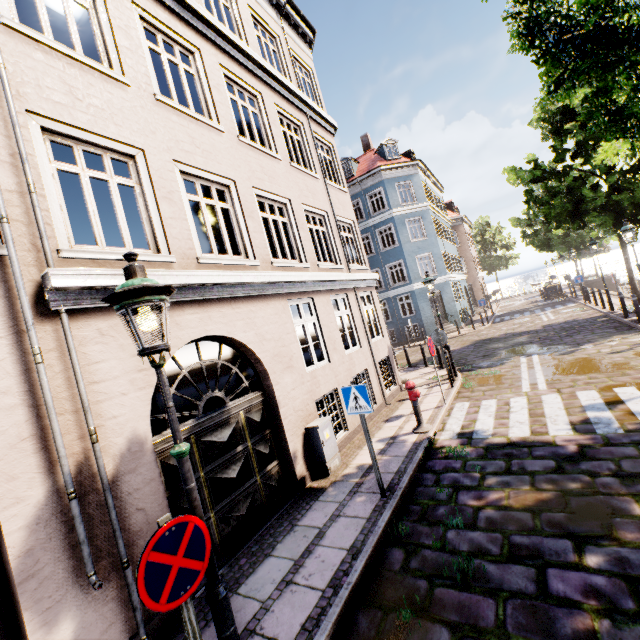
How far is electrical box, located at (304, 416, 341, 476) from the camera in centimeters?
663cm

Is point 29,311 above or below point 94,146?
below

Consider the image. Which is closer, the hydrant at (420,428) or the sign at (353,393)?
the sign at (353,393)

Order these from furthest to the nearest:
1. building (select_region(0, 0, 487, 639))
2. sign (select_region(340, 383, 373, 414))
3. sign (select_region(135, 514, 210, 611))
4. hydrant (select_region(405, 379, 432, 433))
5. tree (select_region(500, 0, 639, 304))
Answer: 1. hydrant (select_region(405, 379, 432, 433))
2. sign (select_region(340, 383, 373, 414))
3. tree (select_region(500, 0, 639, 304))
4. building (select_region(0, 0, 487, 639))
5. sign (select_region(135, 514, 210, 611))

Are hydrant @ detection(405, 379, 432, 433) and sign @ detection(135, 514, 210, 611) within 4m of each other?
no

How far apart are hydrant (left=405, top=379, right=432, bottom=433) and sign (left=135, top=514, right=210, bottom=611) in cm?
597

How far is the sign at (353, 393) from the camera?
5.2m

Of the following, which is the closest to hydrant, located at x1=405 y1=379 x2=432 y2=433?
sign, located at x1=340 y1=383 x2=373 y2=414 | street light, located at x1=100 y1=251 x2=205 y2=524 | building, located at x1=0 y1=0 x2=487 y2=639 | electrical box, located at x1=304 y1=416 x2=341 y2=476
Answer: electrical box, located at x1=304 y1=416 x2=341 y2=476
